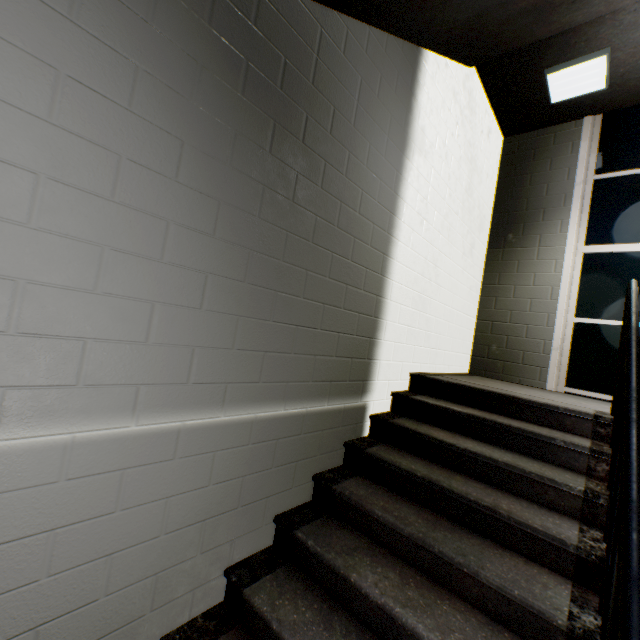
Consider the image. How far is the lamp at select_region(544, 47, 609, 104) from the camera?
3.1m

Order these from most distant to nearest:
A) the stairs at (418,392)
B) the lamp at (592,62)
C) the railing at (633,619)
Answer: the lamp at (592,62) < the stairs at (418,392) < the railing at (633,619)

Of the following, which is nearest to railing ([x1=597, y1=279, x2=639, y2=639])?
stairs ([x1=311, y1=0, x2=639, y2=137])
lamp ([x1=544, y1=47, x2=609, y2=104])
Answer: stairs ([x1=311, y1=0, x2=639, y2=137])

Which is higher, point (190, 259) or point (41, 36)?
point (41, 36)

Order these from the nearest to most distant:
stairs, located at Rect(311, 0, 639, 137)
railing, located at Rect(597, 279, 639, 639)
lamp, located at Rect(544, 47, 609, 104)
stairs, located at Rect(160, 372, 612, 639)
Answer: railing, located at Rect(597, 279, 639, 639)
stairs, located at Rect(160, 372, 612, 639)
stairs, located at Rect(311, 0, 639, 137)
lamp, located at Rect(544, 47, 609, 104)

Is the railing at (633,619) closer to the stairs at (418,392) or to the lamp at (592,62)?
the stairs at (418,392)

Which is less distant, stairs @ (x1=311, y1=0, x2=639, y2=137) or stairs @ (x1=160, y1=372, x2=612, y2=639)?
stairs @ (x1=160, y1=372, x2=612, y2=639)

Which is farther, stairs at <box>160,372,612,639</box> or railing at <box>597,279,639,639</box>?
stairs at <box>160,372,612,639</box>
